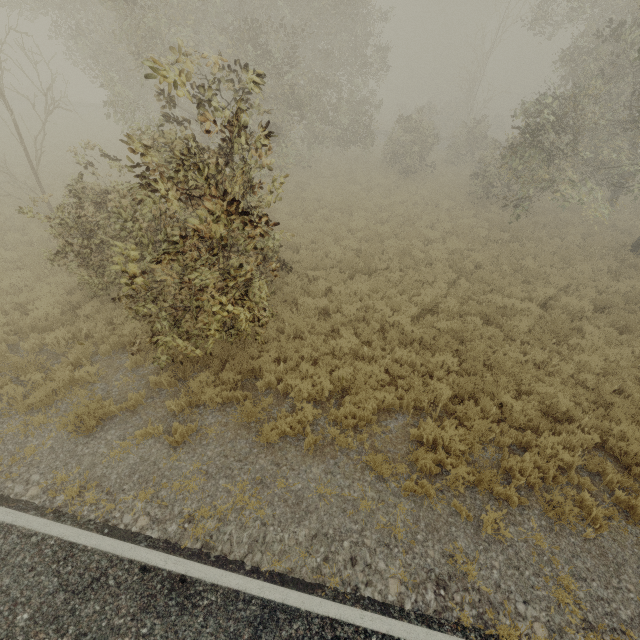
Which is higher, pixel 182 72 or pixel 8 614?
pixel 182 72

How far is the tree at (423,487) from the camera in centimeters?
557cm

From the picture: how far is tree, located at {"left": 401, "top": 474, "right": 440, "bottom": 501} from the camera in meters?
5.6 m
